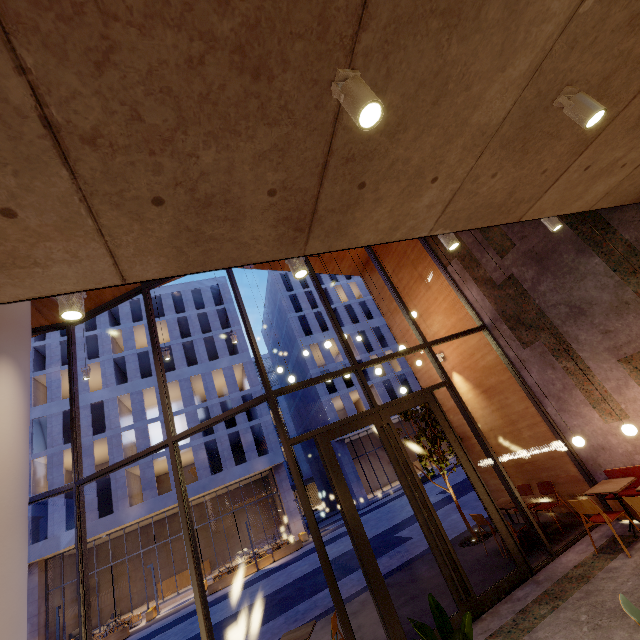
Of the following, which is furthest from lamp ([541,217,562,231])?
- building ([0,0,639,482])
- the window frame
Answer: the window frame

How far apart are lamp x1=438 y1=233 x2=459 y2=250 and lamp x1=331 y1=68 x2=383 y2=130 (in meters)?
2.41

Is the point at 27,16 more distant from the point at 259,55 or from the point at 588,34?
the point at 588,34

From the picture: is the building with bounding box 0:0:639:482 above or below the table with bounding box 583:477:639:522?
above

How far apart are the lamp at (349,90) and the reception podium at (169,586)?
35.1 meters

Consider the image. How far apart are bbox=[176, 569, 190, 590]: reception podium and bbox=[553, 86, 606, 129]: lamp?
35.35m

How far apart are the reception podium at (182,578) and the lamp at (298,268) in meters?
33.4 m

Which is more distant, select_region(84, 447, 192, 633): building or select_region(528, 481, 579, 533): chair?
select_region(84, 447, 192, 633): building
